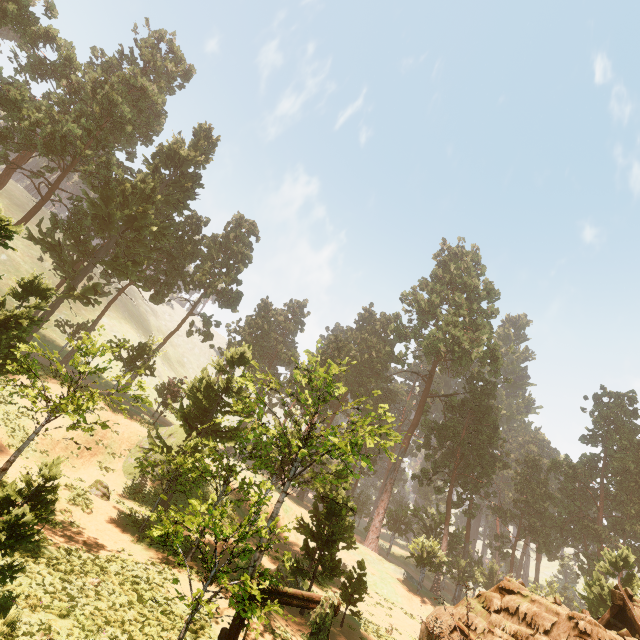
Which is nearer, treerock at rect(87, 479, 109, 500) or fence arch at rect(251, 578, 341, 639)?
fence arch at rect(251, 578, 341, 639)

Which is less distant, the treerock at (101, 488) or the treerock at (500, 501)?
the treerock at (101, 488)

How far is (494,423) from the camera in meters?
45.1

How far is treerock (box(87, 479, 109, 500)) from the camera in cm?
1948

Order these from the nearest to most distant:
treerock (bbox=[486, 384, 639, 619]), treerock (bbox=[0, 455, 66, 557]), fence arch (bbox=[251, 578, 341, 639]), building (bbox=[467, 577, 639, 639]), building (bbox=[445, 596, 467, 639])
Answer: treerock (bbox=[0, 455, 66, 557]) → fence arch (bbox=[251, 578, 341, 639]) → building (bbox=[467, 577, 639, 639]) → building (bbox=[445, 596, 467, 639]) → treerock (bbox=[486, 384, 639, 619])

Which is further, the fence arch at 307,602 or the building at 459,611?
the building at 459,611

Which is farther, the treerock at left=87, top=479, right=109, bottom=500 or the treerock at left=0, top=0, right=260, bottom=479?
the treerock at left=87, top=479, right=109, bottom=500
